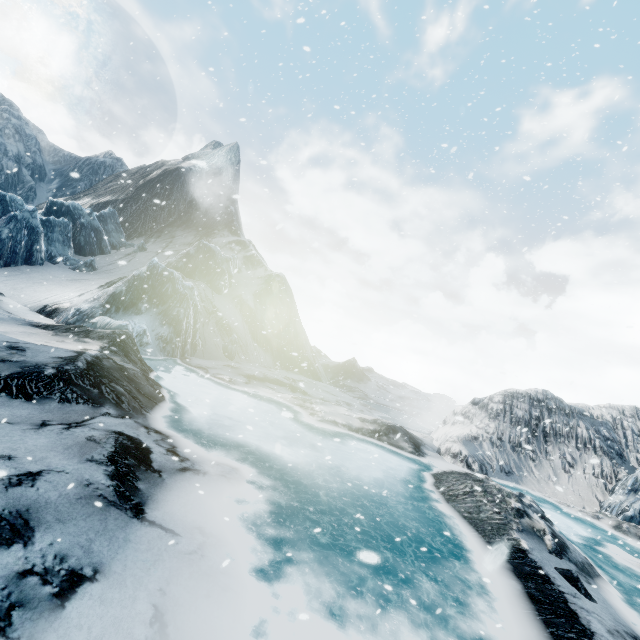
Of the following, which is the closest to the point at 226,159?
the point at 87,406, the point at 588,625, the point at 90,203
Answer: the point at 90,203
